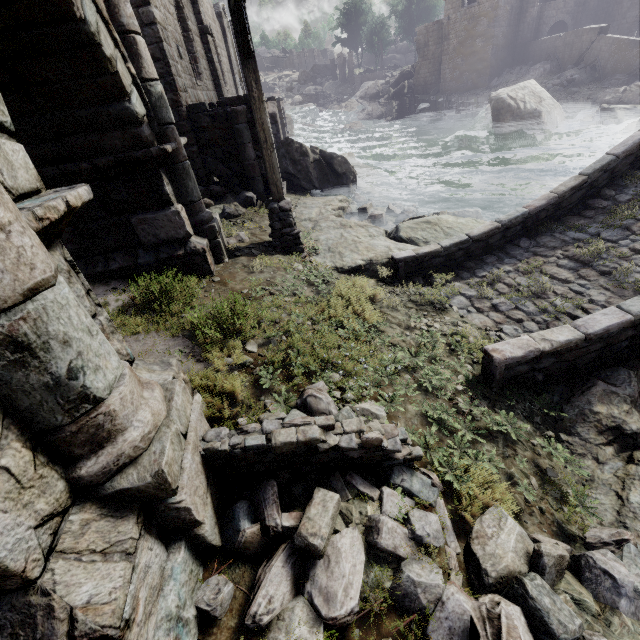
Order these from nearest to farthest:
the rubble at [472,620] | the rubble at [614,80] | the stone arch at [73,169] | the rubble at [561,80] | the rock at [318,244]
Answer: the stone arch at [73,169]
the rubble at [472,620]
the rock at [318,244]
the rubble at [614,80]
the rubble at [561,80]

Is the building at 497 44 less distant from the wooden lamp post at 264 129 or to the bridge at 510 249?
the wooden lamp post at 264 129

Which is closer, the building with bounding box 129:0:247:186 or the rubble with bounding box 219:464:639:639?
the rubble with bounding box 219:464:639:639

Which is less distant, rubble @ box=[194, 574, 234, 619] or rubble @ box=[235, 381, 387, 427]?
rubble @ box=[194, 574, 234, 619]

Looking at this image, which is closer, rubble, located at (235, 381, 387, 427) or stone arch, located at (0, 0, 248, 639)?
stone arch, located at (0, 0, 248, 639)

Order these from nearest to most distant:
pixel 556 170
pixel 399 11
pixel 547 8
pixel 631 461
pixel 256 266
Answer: pixel 631 461 → pixel 256 266 → pixel 556 170 → pixel 547 8 → pixel 399 11

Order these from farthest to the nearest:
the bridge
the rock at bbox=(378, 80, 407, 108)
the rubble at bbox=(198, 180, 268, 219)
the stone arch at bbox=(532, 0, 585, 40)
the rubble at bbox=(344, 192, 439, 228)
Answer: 1. the rock at bbox=(378, 80, 407, 108)
2. the stone arch at bbox=(532, 0, 585, 40)
3. the rubble at bbox=(344, 192, 439, 228)
4. the rubble at bbox=(198, 180, 268, 219)
5. the bridge

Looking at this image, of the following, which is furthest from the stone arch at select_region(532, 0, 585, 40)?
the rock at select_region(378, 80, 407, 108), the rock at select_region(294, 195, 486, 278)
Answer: the rock at select_region(294, 195, 486, 278)
